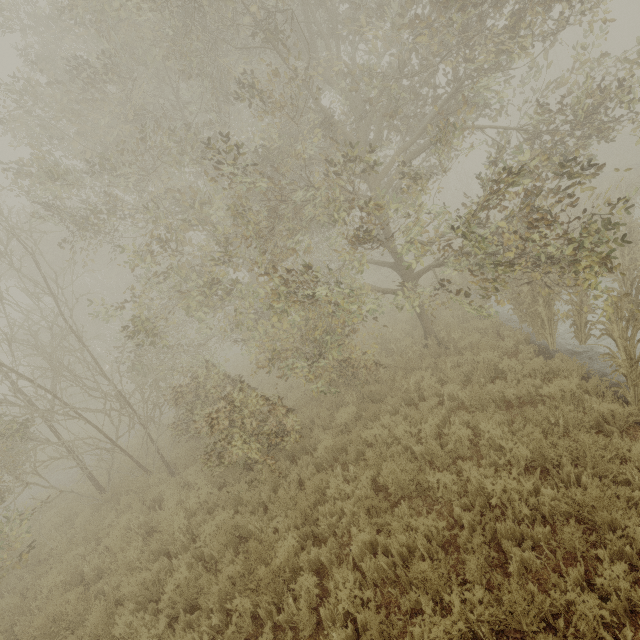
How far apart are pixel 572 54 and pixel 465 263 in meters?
61.6
